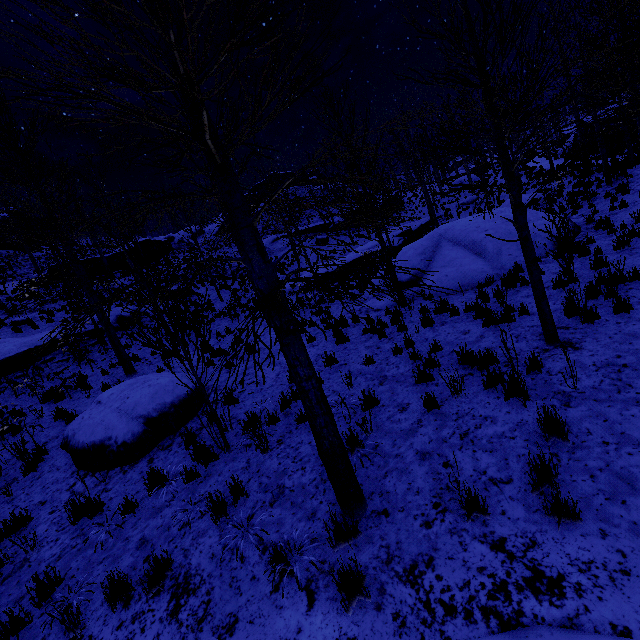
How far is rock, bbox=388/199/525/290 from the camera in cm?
1126

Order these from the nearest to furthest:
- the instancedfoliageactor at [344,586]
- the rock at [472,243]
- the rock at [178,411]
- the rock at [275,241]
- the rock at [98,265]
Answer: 1. the instancedfoliageactor at [344,586]
2. the rock at [178,411]
3. the rock at [472,243]
4. the rock at [98,265]
5. the rock at [275,241]

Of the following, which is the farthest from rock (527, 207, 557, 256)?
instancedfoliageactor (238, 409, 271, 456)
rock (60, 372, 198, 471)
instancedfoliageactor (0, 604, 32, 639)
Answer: rock (60, 372, 198, 471)

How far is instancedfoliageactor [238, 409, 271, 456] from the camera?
5.5m

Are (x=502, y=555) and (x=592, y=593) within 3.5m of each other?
yes

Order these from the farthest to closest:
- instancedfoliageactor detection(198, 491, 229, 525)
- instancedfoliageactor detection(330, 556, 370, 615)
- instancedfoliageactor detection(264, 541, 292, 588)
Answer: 1. instancedfoliageactor detection(198, 491, 229, 525)
2. instancedfoliageactor detection(264, 541, 292, 588)
3. instancedfoliageactor detection(330, 556, 370, 615)

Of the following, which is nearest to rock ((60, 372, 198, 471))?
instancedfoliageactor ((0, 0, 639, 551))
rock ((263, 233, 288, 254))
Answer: instancedfoliageactor ((0, 0, 639, 551))

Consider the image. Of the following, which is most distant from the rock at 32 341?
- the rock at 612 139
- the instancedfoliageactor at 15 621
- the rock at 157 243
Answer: the rock at 612 139
